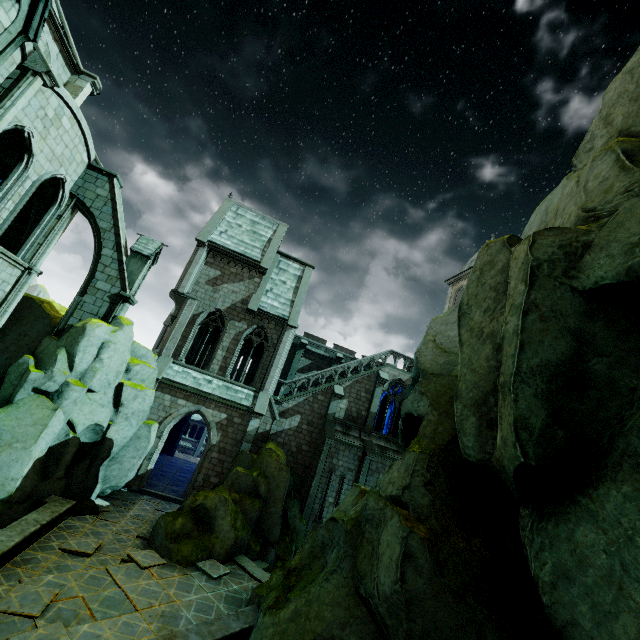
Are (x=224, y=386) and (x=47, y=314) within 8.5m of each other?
no

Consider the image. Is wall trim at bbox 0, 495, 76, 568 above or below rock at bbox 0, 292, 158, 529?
below

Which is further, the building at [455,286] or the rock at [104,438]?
the building at [455,286]

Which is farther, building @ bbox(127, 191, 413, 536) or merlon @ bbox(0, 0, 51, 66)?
building @ bbox(127, 191, 413, 536)

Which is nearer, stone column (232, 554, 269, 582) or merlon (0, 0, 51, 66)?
merlon (0, 0, 51, 66)

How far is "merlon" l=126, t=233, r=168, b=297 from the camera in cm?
1672

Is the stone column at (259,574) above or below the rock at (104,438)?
below

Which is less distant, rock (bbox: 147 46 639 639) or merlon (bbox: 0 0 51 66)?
rock (bbox: 147 46 639 639)
